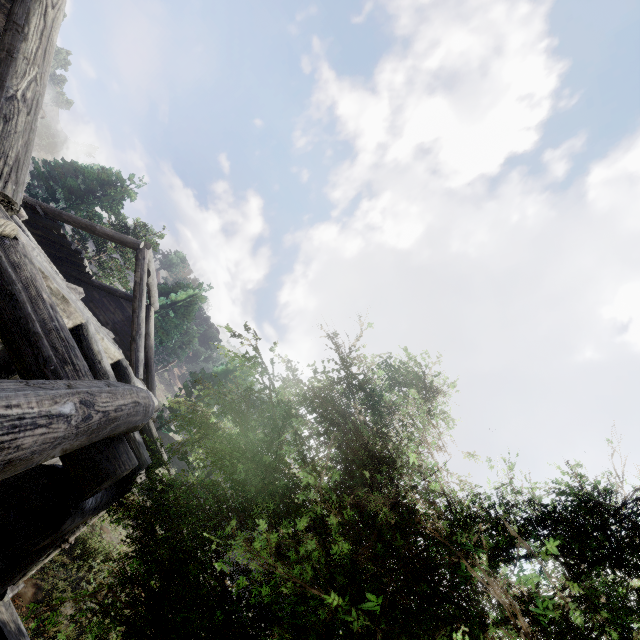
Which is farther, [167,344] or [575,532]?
[167,344]
